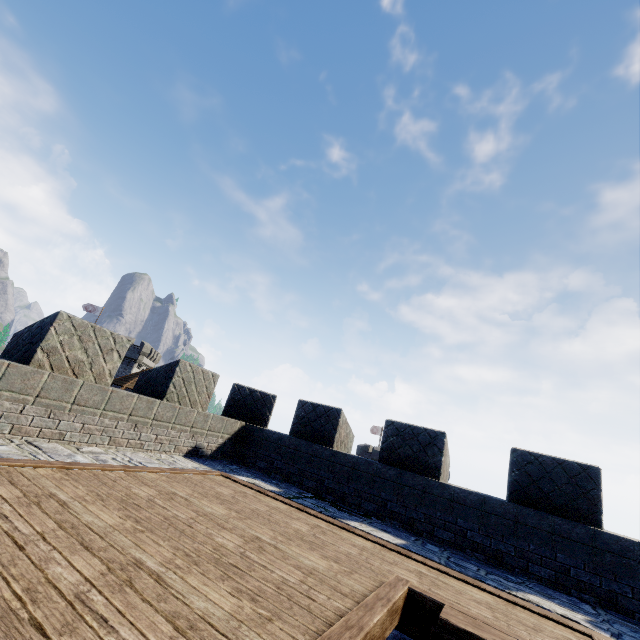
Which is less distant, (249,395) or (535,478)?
(535,478)
